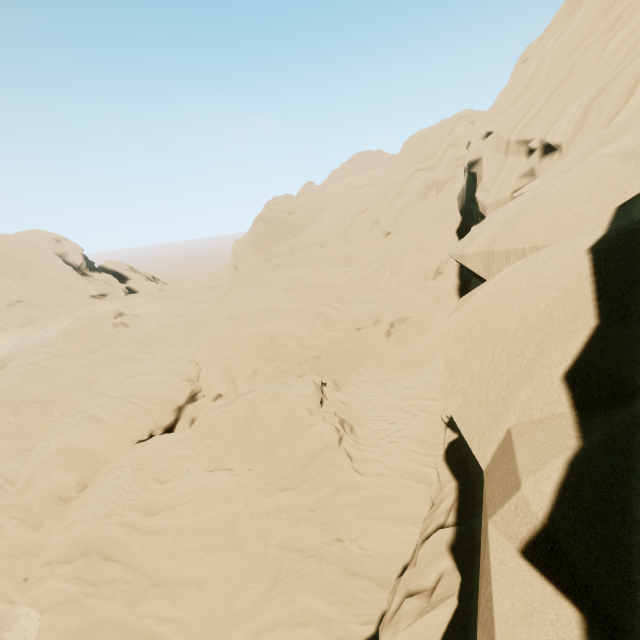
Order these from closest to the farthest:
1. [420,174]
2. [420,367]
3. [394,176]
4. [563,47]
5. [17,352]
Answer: [563,47]
[420,367]
[420,174]
[394,176]
[17,352]
